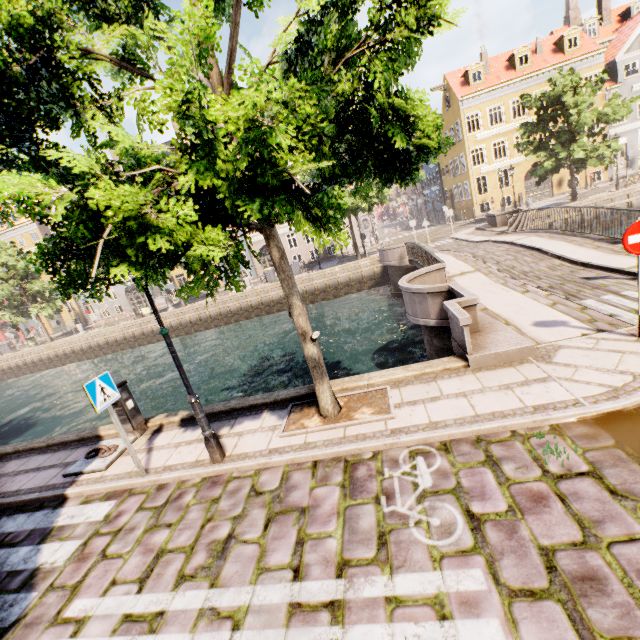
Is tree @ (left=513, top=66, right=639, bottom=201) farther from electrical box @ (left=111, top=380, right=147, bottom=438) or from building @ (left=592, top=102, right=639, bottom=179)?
building @ (left=592, top=102, right=639, bottom=179)

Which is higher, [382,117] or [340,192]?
[382,117]

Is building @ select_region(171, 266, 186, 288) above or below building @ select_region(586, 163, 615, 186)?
above

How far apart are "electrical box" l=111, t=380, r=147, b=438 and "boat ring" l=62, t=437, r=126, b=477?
0.0 meters

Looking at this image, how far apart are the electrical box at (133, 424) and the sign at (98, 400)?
1.6 meters

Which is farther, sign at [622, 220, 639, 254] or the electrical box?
the electrical box

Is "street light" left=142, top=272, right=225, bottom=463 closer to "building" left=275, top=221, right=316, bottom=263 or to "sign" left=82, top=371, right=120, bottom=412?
"sign" left=82, top=371, right=120, bottom=412

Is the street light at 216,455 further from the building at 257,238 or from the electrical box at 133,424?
the building at 257,238
